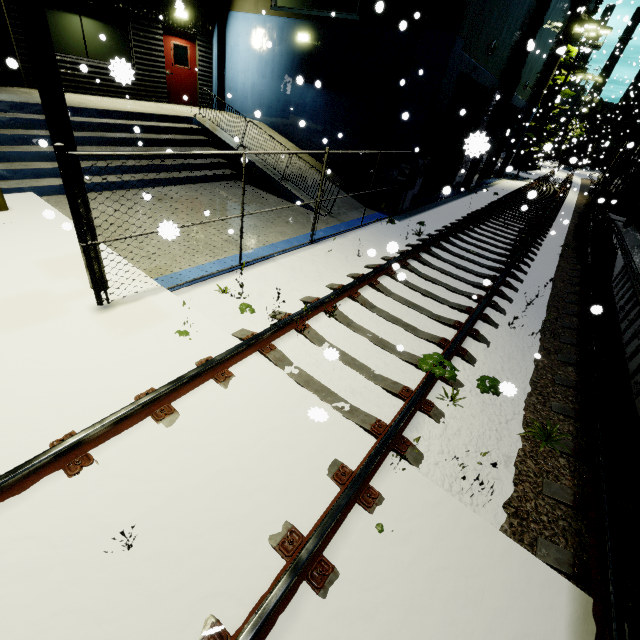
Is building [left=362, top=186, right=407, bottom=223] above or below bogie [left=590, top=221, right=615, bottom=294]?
below

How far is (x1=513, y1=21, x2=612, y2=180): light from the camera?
21.2m

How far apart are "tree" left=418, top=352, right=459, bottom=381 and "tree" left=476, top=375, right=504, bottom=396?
0.58m

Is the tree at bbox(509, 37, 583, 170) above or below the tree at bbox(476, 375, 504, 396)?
above

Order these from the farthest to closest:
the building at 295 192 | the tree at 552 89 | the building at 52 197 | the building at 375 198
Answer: the tree at 552 89 → the building at 375 198 → the building at 295 192 → the building at 52 197

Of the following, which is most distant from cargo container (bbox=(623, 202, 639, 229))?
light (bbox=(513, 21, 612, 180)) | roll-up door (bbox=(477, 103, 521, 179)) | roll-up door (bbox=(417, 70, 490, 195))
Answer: light (bbox=(513, 21, 612, 180))

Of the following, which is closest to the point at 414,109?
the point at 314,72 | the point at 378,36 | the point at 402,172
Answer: the point at 402,172

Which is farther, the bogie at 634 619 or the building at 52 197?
the building at 52 197
